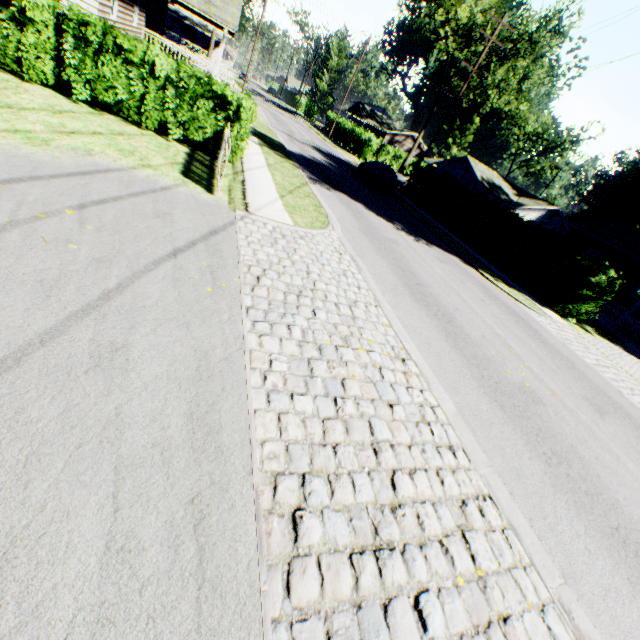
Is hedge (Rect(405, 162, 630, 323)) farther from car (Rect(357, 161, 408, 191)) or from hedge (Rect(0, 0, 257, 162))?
hedge (Rect(0, 0, 257, 162))

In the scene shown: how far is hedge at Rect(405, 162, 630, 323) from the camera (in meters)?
15.17

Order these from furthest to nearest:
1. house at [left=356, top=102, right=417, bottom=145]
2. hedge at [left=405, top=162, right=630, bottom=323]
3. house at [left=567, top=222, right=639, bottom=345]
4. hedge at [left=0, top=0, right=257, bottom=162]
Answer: house at [left=356, top=102, right=417, bottom=145] < house at [left=567, top=222, right=639, bottom=345] < hedge at [left=405, top=162, right=630, bottom=323] < hedge at [left=0, top=0, right=257, bottom=162]

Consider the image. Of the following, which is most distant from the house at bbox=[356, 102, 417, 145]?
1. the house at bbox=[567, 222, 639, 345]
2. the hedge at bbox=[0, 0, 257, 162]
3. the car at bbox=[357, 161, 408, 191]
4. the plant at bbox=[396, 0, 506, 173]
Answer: the hedge at bbox=[0, 0, 257, 162]

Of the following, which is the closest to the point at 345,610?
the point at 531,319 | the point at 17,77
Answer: the point at 531,319

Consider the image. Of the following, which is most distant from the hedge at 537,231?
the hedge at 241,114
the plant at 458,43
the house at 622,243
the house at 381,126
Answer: the house at 381,126

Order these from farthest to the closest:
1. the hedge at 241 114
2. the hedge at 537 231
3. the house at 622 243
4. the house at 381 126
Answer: the house at 381 126 < the house at 622 243 < the hedge at 537 231 < the hedge at 241 114

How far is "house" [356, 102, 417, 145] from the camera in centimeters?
5719cm
